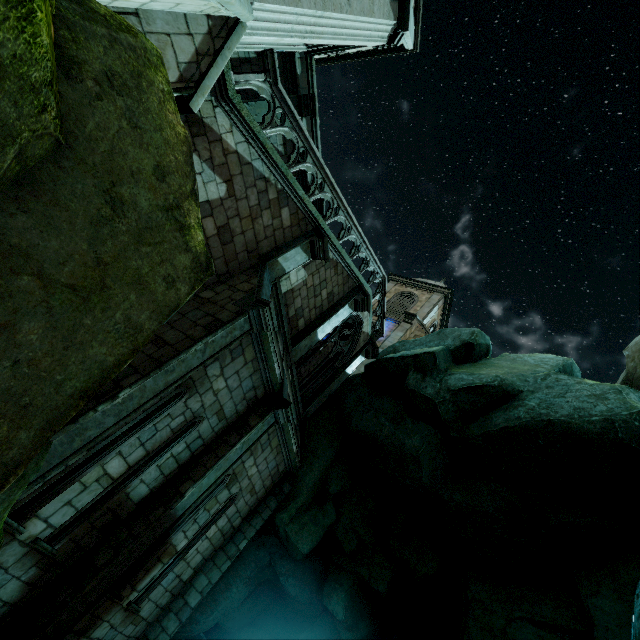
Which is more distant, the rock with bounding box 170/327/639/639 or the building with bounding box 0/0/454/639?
the rock with bounding box 170/327/639/639

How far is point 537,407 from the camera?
7.72m

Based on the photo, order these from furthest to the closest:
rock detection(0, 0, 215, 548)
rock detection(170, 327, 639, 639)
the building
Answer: rock detection(170, 327, 639, 639) < the building < rock detection(0, 0, 215, 548)

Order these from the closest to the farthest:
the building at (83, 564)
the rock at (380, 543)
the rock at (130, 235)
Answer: the rock at (130, 235)
the building at (83, 564)
the rock at (380, 543)

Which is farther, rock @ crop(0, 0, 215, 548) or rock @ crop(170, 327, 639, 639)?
rock @ crop(170, 327, 639, 639)

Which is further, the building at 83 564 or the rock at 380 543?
the rock at 380 543
